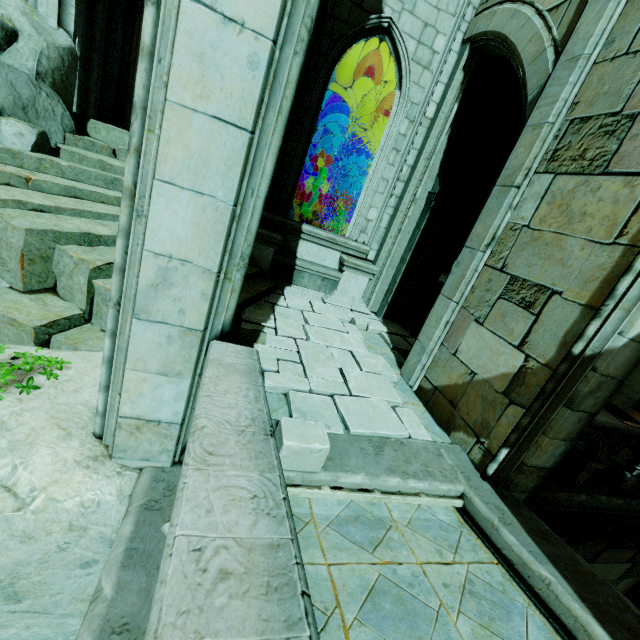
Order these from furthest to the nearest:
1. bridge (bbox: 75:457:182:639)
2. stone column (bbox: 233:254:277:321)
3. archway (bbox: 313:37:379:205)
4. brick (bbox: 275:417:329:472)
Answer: archway (bbox: 313:37:379:205), stone column (bbox: 233:254:277:321), brick (bbox: 275:417:329:472), bridge (bbox: 75:457:182:639)

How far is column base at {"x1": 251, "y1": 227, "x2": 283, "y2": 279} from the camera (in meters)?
7.33

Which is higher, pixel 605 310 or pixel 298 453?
pixel 605 310

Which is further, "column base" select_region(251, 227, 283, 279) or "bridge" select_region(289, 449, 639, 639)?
"column base" select_region(251, 227, 283, 279)

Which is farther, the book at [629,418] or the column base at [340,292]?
the column base at [340,292]

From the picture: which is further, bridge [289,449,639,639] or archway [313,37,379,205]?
archway [313,37,379,205]

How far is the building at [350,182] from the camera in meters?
10.9 m

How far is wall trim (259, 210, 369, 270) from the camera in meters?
7.6
